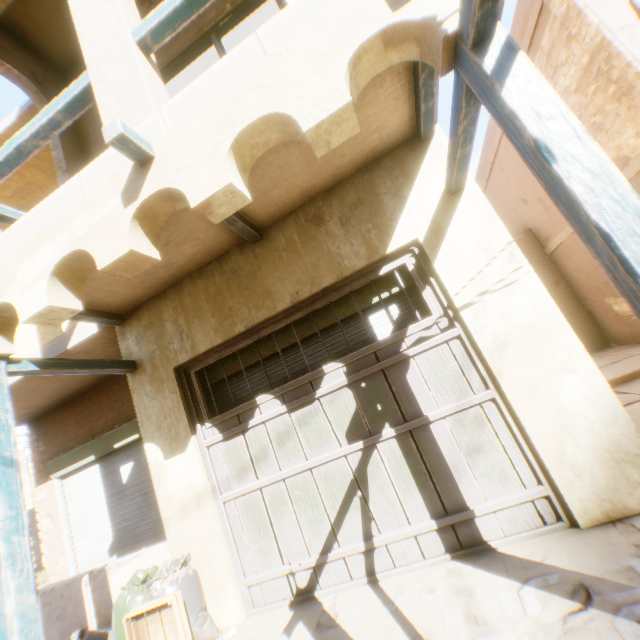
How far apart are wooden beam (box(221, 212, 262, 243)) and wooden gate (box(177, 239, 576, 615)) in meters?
0.6 m

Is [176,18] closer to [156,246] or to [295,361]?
[156,246]

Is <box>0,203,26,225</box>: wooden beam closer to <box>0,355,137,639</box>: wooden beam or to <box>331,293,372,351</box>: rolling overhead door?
<box>0,355,137,639</box>: wooden beam

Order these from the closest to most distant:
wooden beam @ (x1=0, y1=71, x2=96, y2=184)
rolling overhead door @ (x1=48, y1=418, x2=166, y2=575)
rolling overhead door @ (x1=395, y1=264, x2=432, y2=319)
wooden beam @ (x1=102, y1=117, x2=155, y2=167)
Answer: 1. wooden beam @ (x1=102, y1=117, x2=155, y2=167)
2. wooden beam @ (x1=0, y1=71, x2=96, y2=184)
3. rolling overhead door @ (x1=395, y1=264, x2=432, y2=319)
4. rolling overhead door @ (x1=48, y1=418, x2=166, y2=575)

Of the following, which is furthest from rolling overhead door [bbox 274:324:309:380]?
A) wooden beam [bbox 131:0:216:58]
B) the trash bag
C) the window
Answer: wooden beam [bbox 131:0:216:58]

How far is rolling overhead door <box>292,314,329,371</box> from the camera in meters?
3.8 m

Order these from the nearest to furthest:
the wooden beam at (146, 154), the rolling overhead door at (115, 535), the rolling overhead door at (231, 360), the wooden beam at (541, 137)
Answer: the wooden beam at (541, 137), the wooden beam at (146, 154), the rolling overhead door at (231, 360), the rolling overhead door at (115, 535)

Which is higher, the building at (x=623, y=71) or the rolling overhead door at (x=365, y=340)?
the building at (x=623, y=71)
